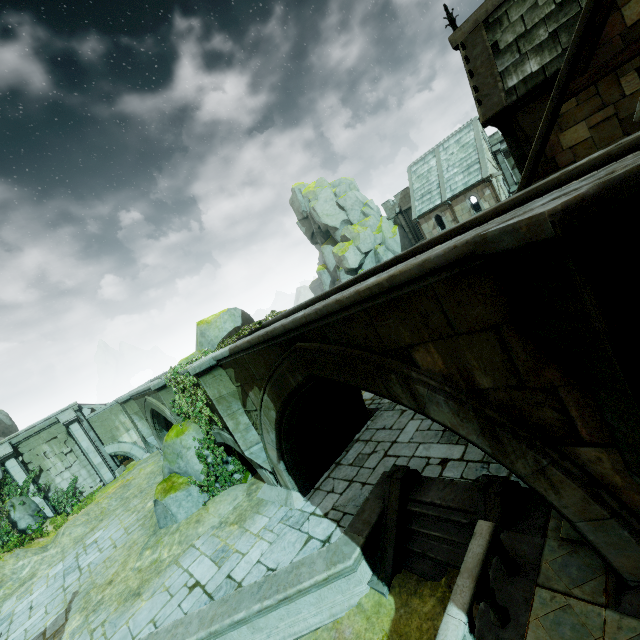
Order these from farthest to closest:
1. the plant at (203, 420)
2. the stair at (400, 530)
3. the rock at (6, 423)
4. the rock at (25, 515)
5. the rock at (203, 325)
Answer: the rock at (6, 423)
the rock at (25, 515)
the rock at (203, 325)
the plant at (203, 420)
the stair at (400, 530)

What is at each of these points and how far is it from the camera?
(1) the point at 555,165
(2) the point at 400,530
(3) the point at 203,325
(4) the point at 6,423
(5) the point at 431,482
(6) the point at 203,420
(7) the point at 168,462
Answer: (1) building, 8.8m
(2) stair, 7.2m
(3) rock, 17.2m
(4) rock, 23.6m
(5) wall trim, 7.5m
(6) plant, 12.0m
(7) rock, 12.7m

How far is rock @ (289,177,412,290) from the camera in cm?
4156

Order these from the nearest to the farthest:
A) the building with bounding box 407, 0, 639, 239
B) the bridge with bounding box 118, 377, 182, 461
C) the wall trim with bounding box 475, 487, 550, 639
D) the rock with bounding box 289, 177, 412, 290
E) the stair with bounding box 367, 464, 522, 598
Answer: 1. the wall trim with bounding box 475, 487, 550, 639
2. the stair with bounding box 367, 464, 522, 598
3. the building with bounding box 407, 0, 639, 239
4. the bridge with bounding box 118, 377, 182, 461
5. the rock with bounding box 289, 177, 412, 290

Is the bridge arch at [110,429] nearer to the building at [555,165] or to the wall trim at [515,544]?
the wall trim at [515,544]

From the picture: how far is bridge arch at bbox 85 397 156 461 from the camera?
23.4m

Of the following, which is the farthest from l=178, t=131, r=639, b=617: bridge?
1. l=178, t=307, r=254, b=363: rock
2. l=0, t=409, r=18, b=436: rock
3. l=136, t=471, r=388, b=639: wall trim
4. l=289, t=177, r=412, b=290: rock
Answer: l=289, t=177, r=412, b=290: rock

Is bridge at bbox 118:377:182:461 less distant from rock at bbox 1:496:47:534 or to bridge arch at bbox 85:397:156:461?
bridge arch at bbox 85:397:156:461
